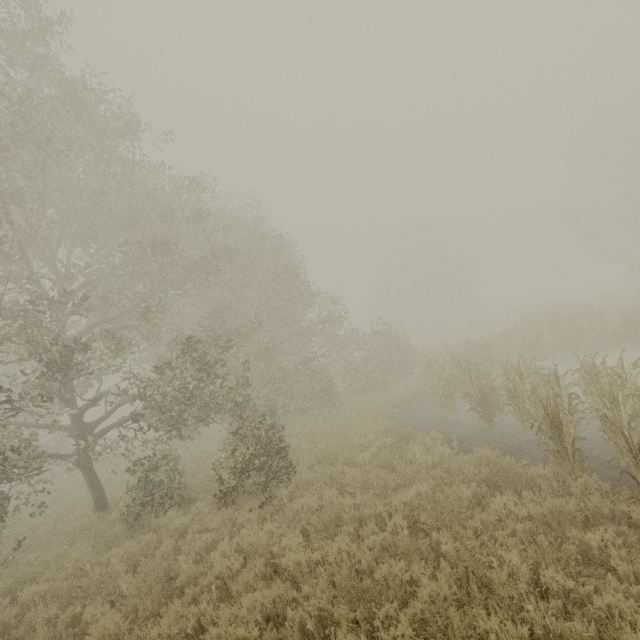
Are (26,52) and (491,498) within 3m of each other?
no
